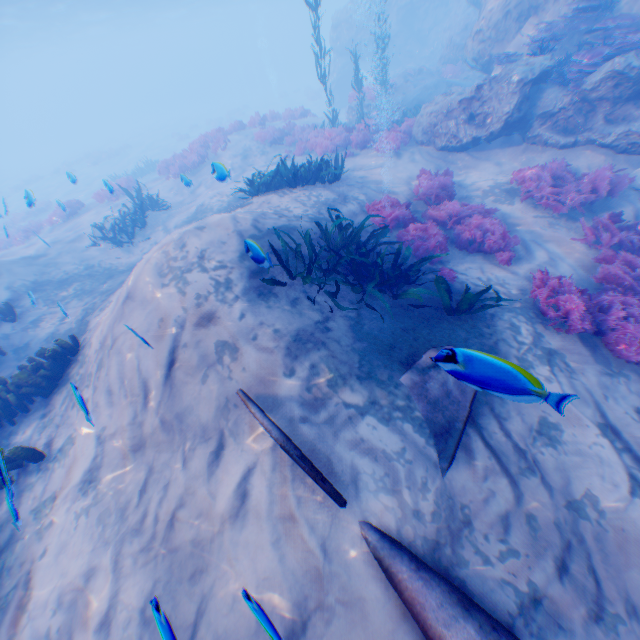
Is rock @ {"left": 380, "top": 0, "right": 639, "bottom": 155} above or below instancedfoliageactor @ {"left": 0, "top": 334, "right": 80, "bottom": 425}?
above

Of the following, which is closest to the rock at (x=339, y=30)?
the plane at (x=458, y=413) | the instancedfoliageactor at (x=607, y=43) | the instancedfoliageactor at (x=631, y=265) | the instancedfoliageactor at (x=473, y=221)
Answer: the instancedfoliageactor at (x=607, y=43)

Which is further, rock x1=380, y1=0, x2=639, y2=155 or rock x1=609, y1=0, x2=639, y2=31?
rock x1=609, y1=0, x2=639, y2=31

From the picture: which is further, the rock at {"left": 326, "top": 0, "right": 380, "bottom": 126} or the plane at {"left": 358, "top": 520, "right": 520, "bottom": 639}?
the rock at {"left": 326, "top": 0, "right": 380, "bottom": 126}

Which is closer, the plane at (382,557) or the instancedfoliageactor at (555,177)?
the plane at (382,557)

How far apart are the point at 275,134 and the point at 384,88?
6.0 meters

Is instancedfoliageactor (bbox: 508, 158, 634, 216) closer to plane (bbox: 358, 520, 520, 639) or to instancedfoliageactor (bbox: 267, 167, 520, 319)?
instancedfoliageactor (bbox: 267, 167, 520, 319)

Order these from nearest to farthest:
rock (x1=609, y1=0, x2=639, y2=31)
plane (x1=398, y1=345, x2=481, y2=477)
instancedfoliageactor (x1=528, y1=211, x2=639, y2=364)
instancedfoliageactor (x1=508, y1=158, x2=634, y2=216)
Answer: plane (x1=398, y1=345, x2=481, y2=477), instancedfoliageactor (x1=528, y1=211, x2=639, y2=364), instancedfoliageactor (x1=508, y1=158, x2=634, y2=216), rock (x1=609, y1=0, x2=639, y2=31)
